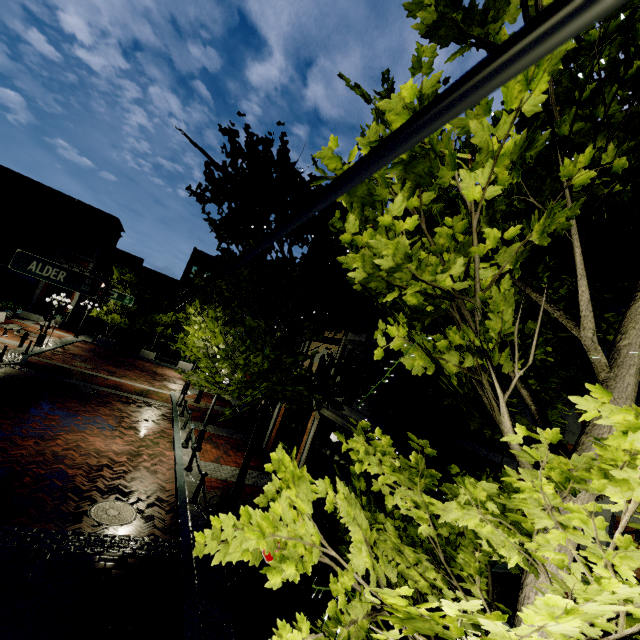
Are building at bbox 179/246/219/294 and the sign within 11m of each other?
no

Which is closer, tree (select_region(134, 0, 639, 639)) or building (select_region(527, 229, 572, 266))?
tree (select_region(134, 0, 639, 639))

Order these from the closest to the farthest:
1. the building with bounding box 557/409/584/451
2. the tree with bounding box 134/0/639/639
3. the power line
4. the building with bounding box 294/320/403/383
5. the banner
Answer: the power line < the tree with bounding box 134/0/639/639 < the building with bounding box 557/409/584/451 < the banner < the building with bounding box 294/320/403/383

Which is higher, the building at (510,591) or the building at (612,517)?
the building at (612,517)

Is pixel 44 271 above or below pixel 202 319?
below

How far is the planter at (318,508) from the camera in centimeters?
856cm

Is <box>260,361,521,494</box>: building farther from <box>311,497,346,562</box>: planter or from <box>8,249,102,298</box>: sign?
<box>8,249,102,298</box>: sign
